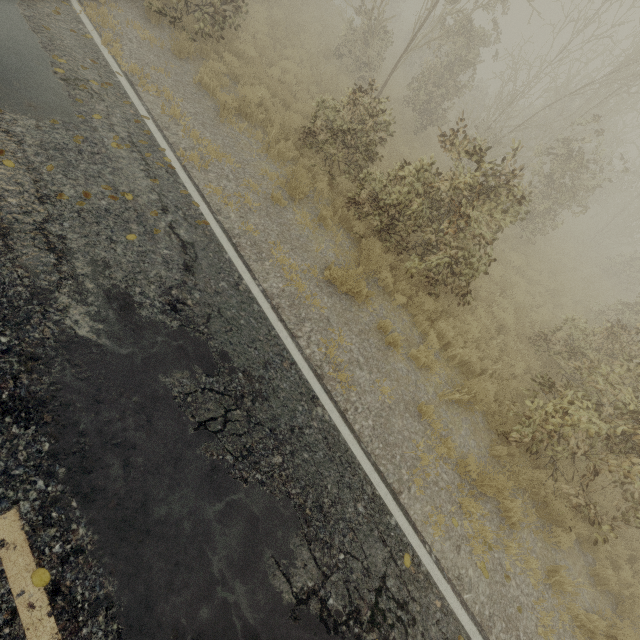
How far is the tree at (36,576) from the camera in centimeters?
266cm

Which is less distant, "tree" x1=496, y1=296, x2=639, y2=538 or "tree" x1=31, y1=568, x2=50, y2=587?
"tree" x1=31, y1=568, x2=50, y2=587

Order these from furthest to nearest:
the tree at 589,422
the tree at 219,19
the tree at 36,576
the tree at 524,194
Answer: the tree at 219,19 < the tree at 524,194 < the tree at 589,422 < the tree at 36,576

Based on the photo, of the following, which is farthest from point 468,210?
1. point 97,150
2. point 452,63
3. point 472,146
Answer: point 452,63
